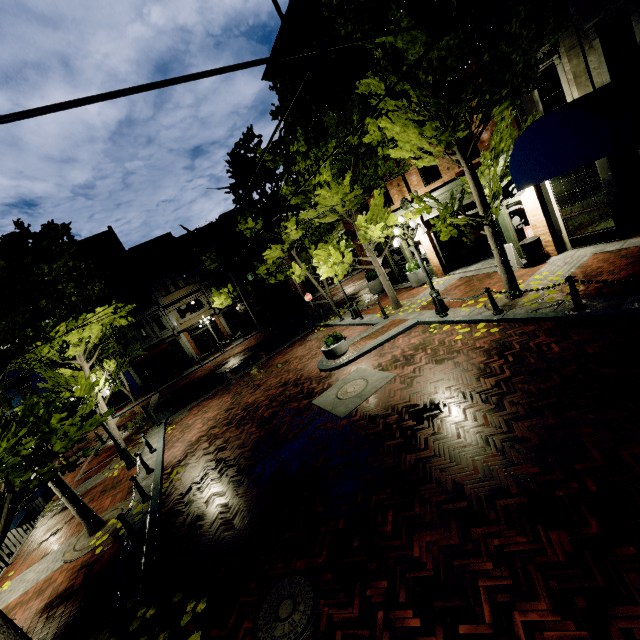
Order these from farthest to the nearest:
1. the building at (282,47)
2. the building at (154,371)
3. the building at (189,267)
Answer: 1. the building at (189,267)
2. the building at (154,371)
3. the building at (282,47)

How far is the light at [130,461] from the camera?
11.99m

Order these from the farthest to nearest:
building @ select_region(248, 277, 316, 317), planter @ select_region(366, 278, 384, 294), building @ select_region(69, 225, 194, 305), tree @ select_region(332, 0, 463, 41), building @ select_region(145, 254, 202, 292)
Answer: building @ select_region(248, 277, 316, 317) < building @ select_region(145, 254, 202, 292) < building @ select_region(69, 225, 194, 305) < planter @ select_region(366, 278, 384, 294) < tree @ select_region(332, 0, 463, 41)

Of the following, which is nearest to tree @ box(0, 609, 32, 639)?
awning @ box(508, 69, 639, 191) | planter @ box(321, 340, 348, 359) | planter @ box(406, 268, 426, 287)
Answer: awning @ box(508, 69, 639, 191)

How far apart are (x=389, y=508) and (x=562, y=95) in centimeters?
1194cm

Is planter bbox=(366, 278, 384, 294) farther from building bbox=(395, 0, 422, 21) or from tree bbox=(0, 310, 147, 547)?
tree bbox=(0, 310, 147, 547)

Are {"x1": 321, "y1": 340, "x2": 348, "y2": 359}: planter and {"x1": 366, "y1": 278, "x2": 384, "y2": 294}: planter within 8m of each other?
yes

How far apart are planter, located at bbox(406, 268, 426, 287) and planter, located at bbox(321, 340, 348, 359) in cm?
567
